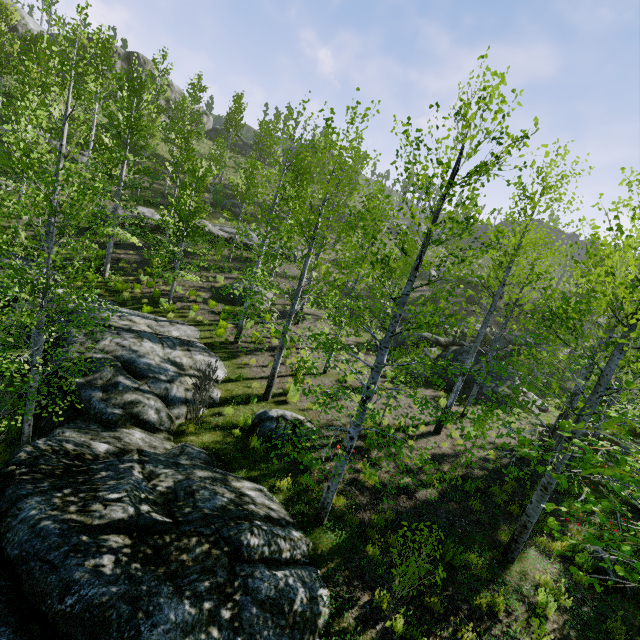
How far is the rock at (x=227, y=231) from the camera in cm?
2677

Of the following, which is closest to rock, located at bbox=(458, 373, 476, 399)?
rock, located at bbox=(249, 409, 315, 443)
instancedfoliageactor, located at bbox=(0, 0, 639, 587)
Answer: rock, located at bbox=(249, 409, 315, 443)

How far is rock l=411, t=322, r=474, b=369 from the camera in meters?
18.2

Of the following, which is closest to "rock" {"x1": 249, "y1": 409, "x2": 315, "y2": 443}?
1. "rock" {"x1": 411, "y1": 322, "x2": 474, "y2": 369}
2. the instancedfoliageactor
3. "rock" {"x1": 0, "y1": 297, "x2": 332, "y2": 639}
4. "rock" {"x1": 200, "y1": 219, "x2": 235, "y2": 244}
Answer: "rock" {"x1": 0, "y1": 297, "x2": 332, "y2": 639}

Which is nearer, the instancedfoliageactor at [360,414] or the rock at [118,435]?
the rock at [118,435]

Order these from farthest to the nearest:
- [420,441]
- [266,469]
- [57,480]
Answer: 1. [420,441]
2. [266,469]
3. [57,480]

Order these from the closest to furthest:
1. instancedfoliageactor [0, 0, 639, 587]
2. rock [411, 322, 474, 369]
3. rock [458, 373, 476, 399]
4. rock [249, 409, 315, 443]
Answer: instancedfoliageactor [0, 0, 639, 587] < rock [249, 409, 315, 443] < rock [458, 373, 476, 399] < rock [411, 322, 474, 369]

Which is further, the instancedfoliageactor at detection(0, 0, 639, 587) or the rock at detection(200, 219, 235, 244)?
the rock at detection(200, 219, 235, 244)
